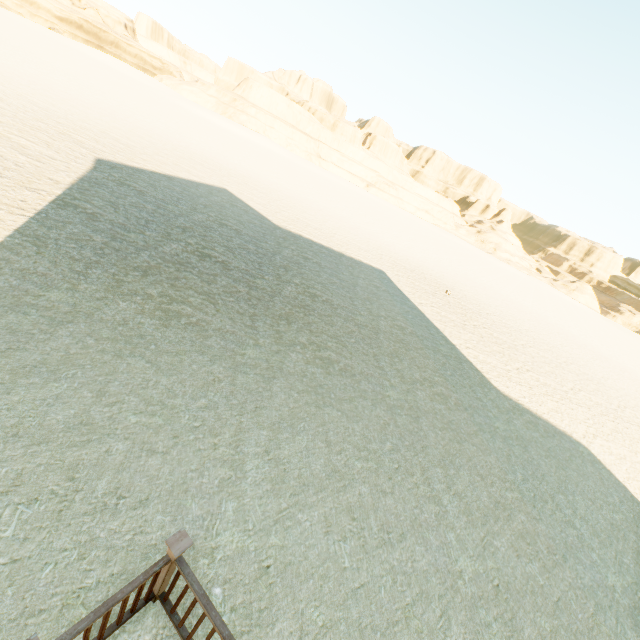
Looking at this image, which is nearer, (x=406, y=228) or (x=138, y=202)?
(x=138, y=202)
